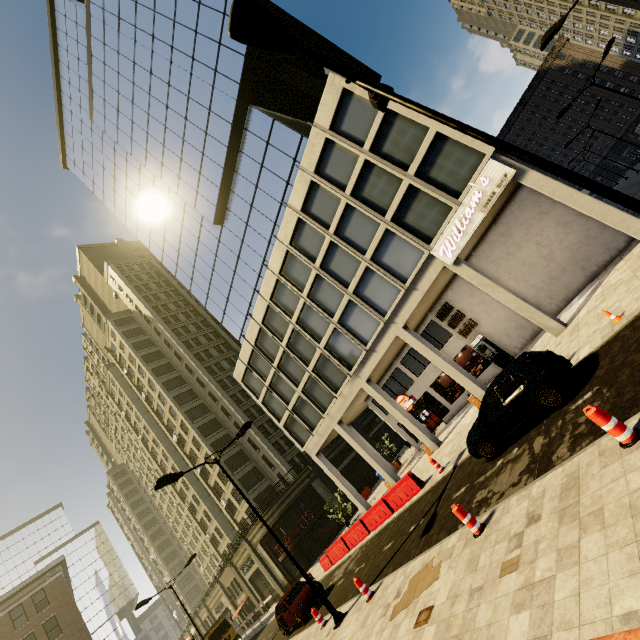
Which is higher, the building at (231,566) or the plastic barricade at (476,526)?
the building at (231,566)

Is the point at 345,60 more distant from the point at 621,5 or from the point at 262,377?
the point at 621,5

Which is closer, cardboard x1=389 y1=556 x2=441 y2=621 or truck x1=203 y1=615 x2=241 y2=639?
cardboard x1=389 y1=556 x2=441 y2=621

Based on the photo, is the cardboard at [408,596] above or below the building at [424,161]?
below

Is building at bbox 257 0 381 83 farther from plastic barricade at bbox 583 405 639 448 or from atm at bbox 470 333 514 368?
plastic barricade at bbox 583 405 639 448

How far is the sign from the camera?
14.1m

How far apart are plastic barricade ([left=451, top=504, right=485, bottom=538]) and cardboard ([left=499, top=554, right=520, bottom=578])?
1.6 meters

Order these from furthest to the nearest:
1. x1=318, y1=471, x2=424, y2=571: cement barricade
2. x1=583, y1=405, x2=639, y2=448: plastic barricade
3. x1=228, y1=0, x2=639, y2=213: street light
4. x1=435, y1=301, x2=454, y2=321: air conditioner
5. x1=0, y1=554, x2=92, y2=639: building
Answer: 1. x1=0, y1=554, x2=92, y2=639: building
2. x1=435, y1=301, x2=454, y2=321: air conditioner
3. x1=318, y1=471, x2=424, y2=571: cement barricade
4. x1=583, y1=405, x2=639, y2=448: plastic barricade
5. x1=228, y1=0, x2=639, y2=213: street light
